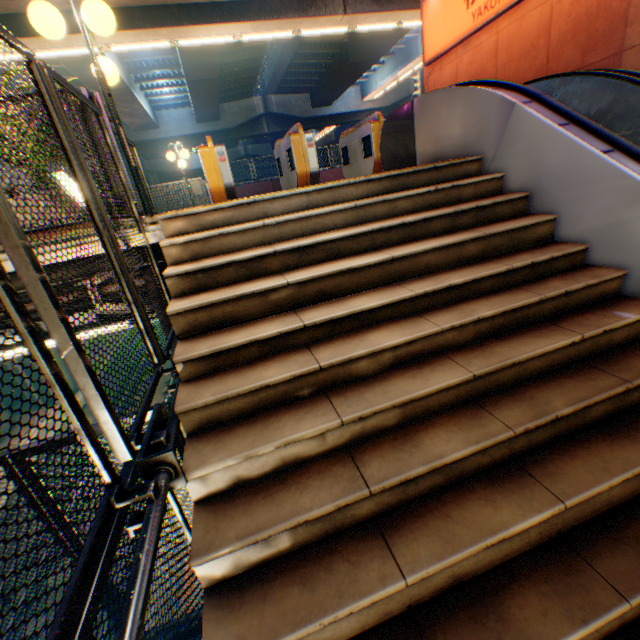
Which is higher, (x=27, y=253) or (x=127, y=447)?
(x=27, y=253)

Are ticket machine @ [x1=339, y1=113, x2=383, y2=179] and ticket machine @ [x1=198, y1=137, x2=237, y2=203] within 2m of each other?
no

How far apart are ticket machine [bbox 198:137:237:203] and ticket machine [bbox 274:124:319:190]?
1.2 meters

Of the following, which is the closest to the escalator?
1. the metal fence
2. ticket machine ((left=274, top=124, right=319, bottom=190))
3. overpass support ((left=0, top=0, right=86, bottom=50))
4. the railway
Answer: ticket machine ((left=274, top=124, right=319, bottom=190))

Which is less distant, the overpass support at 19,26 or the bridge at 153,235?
the bridge at 153,235

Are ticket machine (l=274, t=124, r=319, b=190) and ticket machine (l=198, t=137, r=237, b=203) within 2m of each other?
yes

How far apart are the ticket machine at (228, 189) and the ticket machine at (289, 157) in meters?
1.2 m

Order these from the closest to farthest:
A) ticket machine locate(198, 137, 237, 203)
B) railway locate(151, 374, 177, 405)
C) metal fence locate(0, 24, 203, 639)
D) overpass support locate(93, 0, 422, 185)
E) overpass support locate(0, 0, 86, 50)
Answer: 1. metal fence locate(0, 24, 203, 639)
2. ticket machine locate(198, 137, 237, 203)
3. overpass support locate(0, 0, 86, 50)
4. overpass support locate(93, 0, 422, 185)
5. railway locate(151, 374, 177, 405)
